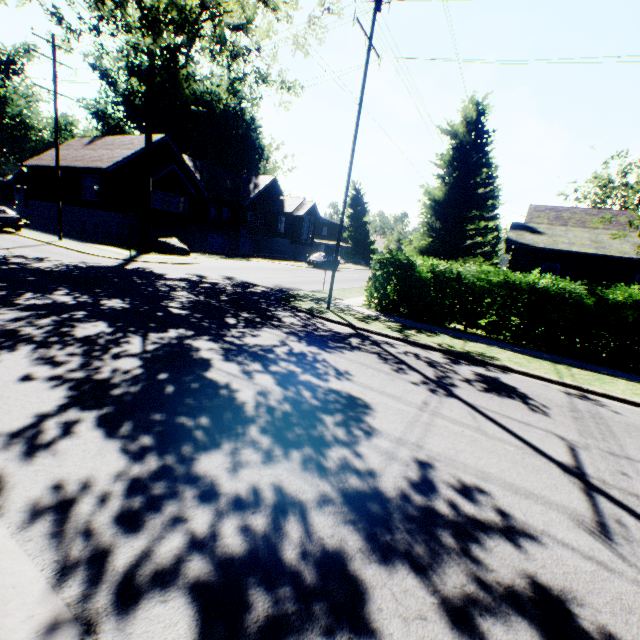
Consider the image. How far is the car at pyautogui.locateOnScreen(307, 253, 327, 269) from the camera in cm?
3258

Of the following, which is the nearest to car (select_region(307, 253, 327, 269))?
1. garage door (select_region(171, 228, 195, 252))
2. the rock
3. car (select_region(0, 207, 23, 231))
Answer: the rock

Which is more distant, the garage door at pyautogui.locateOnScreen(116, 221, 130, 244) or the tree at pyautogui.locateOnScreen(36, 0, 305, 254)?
the garage door at pyautogui.locateOnScreen(116, 221, 130, 244)

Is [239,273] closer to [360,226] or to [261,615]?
[261,615]

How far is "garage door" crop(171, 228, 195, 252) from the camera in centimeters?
3367cm

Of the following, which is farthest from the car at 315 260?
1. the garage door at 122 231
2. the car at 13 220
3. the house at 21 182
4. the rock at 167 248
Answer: the house at 21 182

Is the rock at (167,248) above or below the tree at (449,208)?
below

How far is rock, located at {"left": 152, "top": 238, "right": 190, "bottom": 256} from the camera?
23.83m
